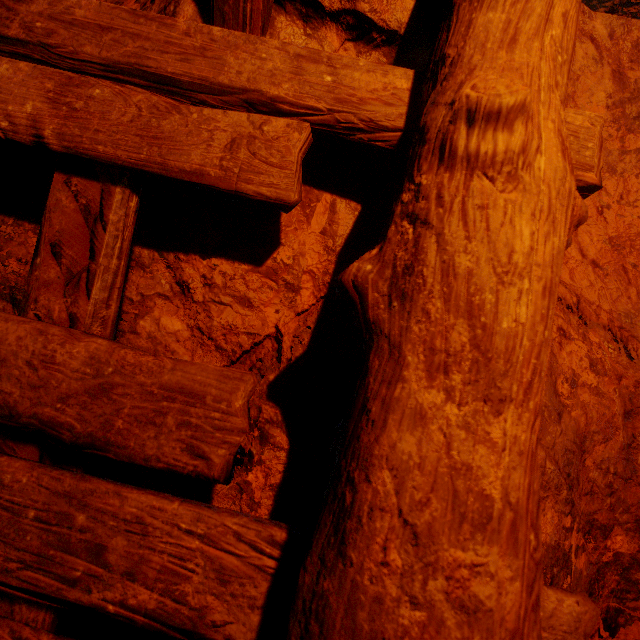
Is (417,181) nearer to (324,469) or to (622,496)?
(324,469)
